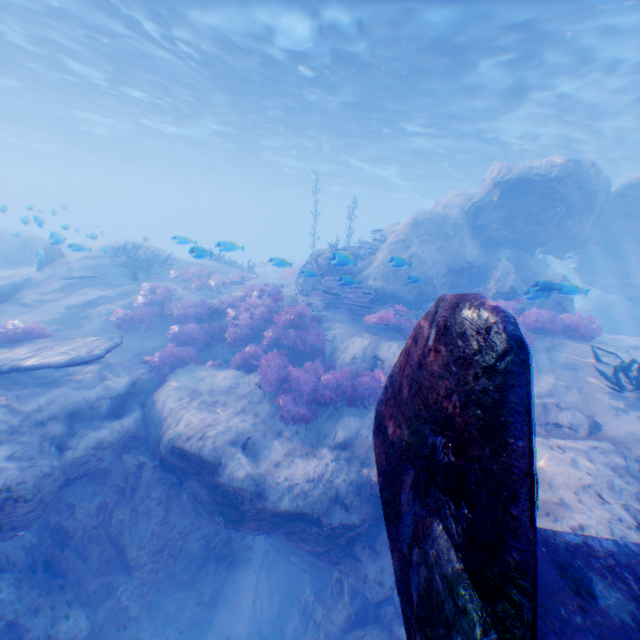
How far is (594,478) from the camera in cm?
498

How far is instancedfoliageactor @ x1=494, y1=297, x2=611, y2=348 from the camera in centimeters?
989cm

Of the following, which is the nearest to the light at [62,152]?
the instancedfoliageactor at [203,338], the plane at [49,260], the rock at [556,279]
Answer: the rock at [556,279]

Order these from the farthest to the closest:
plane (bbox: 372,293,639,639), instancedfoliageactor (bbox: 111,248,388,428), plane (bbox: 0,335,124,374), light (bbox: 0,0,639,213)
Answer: light (bbox: 0,0,639,213), instancedfoliageactor (bbox: 111,248,388,428), plane (bbox: 0,335,124,374), plane (bbox: 372,293,639,639)

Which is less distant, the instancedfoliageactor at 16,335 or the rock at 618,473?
the rock at 618,473

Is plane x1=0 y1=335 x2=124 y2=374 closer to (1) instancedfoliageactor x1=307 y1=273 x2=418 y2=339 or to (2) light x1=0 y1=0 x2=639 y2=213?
(1) instancedfoliageactor x1=307 y1=273 x2=418 y2=339
